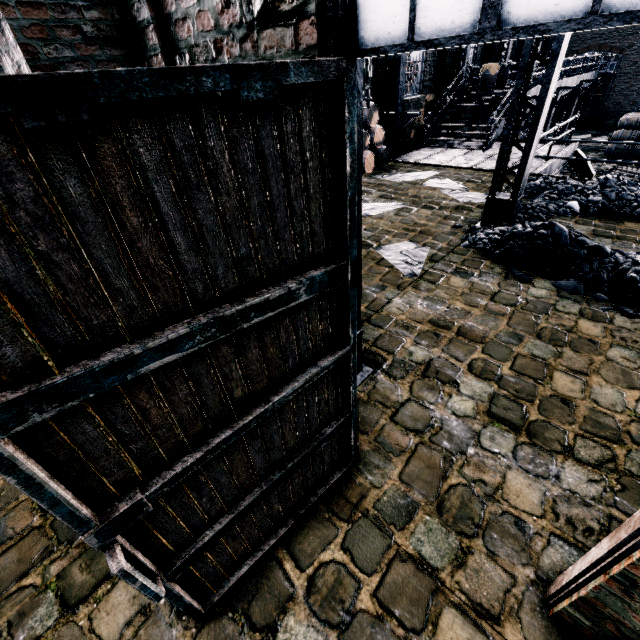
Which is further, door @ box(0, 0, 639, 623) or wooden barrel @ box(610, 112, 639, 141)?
wooden barrel @ box(610, 112, 639, 141)

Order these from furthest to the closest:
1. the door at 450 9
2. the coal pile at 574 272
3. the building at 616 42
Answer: the building at 616 42
the coal pile at 574 272
the door at 450 9

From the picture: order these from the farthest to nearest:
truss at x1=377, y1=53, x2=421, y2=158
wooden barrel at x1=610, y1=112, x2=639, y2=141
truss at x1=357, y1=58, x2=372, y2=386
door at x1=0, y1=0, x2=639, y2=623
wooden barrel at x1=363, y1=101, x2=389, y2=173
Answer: wooden barrel at x1=610, y1=112, x2=639, y2=141 → truss at x1=377, y1=53, x2=421, y2=158 → wooden barrel at x1=363, y1=101, x2=389, y2=173 → truss at x1=357, y1=58, x2=372, y2=386 → door at x1=0, y1=0, x2=639, y2=623

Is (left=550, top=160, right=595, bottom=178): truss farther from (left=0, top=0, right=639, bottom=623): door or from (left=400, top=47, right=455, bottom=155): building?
(left=0, top=0, right=639, bottom=623): door

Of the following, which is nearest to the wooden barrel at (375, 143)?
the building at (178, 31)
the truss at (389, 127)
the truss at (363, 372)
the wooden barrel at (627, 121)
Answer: the building at (178, 31)

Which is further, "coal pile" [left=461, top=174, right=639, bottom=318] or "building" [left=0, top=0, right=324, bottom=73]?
"coal pile" [left=461, top=174, right=639, bottom=318]

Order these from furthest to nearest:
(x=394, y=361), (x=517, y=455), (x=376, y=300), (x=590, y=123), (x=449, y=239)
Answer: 1. (x=590, y=123)
2. (x=449, y=239)
3. (x=376, y=300)
4. (x=394, y=361)
5. (x=517, y=455)

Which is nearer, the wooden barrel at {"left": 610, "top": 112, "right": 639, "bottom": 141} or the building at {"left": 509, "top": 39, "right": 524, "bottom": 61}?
the wooden barrel at {"left": 610, "top": 112, "right": 639, "bottom": 141}
